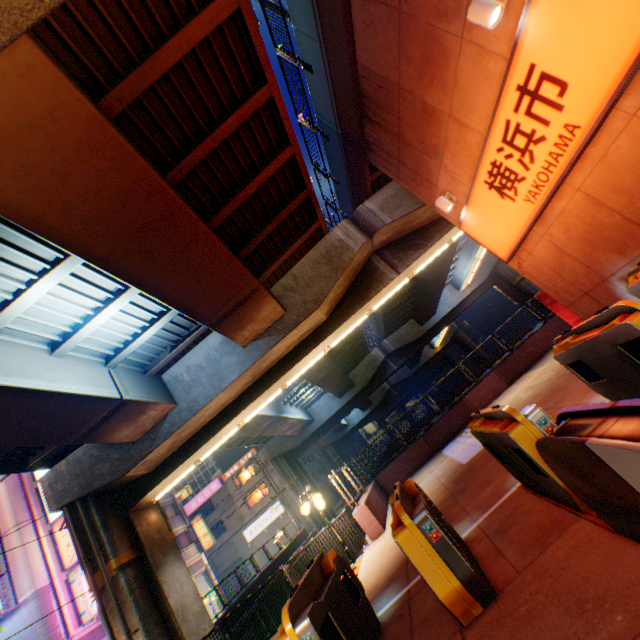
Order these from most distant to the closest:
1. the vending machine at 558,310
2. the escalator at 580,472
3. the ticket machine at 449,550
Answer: the vending machine at 558,310 → the ticket machine at 449,550 → the escalator at 580,472

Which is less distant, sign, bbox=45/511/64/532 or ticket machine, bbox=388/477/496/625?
ticket machine, bbox=388/477/496/625

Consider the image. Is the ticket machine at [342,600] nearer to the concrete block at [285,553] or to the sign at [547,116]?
the sign at [547,116]

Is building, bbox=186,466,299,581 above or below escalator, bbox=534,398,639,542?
above

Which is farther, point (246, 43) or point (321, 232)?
point (321, 232)

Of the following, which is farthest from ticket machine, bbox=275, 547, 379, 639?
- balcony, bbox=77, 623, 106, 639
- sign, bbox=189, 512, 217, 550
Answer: sign, bbox=189, 512, 217, 550

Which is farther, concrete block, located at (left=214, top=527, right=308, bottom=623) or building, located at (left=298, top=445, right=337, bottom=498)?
building, located at (left=298, top=445, right=337, bottom=498)

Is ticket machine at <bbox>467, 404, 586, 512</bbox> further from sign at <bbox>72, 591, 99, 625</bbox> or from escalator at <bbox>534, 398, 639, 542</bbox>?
sign at <bbox>72, 591, 99, 625</bbox>
